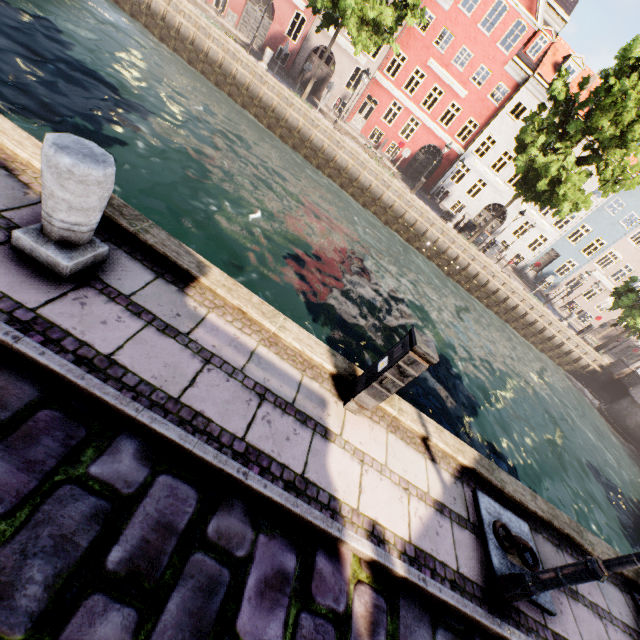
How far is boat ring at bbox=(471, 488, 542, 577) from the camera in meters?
3.7

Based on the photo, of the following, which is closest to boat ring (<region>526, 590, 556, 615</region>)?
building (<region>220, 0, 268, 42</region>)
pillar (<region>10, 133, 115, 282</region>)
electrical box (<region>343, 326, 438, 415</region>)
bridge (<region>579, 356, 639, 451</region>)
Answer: electrical box (<region>343, 326, 438, 415</region>)

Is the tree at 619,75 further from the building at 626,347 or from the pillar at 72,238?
the building at 626,347

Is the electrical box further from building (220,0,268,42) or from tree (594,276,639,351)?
building (220,0,268,42)

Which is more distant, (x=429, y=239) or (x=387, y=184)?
(x=429, y=239)

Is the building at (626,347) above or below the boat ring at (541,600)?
above

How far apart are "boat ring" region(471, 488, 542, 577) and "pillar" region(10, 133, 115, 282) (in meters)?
5.25
